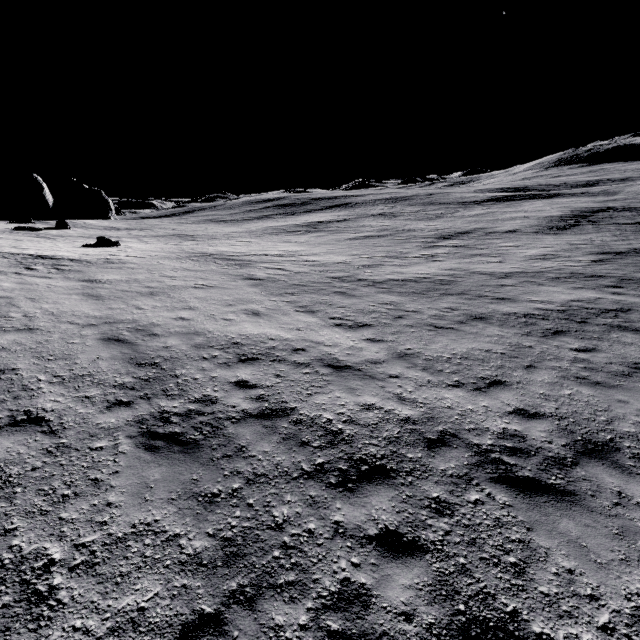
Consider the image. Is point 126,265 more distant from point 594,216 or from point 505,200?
point 505,200
